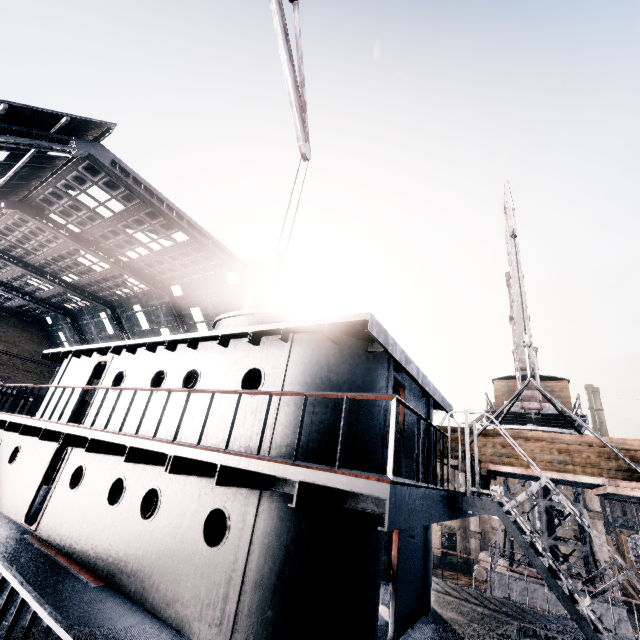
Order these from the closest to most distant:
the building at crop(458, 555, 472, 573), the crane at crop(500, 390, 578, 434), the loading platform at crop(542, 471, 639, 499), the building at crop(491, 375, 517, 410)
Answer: the loading platform at crop(542, 471, 639, 499) → the crane at crop(500, 390, 578, 434) → the building at crop(491, 375, 517, 410) → the building at crop(458, 555, 472, 573)

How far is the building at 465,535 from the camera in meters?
38.6 m

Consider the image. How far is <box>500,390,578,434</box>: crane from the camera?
19.7m

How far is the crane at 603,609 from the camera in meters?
15.5

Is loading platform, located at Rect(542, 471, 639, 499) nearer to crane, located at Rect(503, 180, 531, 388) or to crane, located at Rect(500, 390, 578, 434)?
crane, located at Rect(503, 180, 531, 388)

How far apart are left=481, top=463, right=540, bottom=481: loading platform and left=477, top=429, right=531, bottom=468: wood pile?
0.0m

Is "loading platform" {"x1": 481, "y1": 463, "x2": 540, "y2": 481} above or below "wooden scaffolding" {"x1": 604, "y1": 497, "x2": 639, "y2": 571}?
above

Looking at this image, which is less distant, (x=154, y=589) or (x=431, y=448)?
(x=154, y=589)
